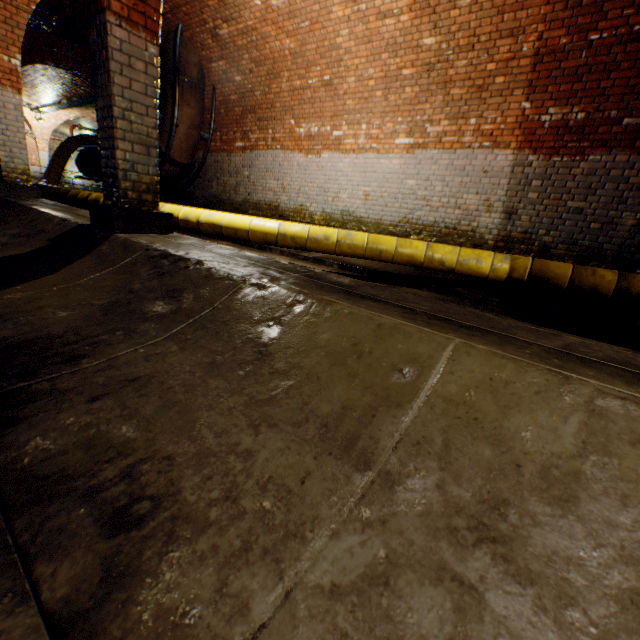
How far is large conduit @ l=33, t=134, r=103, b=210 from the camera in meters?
7.1 m

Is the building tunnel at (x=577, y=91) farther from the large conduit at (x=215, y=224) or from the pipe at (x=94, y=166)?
the pipe at (x=94, y=166)

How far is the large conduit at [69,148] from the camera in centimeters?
706cm

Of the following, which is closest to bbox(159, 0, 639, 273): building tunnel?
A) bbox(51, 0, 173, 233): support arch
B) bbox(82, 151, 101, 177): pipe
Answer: bbox(51, 0, 173, 233): support arch

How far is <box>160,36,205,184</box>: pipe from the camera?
8.18m

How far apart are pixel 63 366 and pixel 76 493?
0.77m

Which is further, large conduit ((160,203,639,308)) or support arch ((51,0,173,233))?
large conduit ((160,203,639,308))

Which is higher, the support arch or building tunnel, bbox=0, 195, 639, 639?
the support arch
